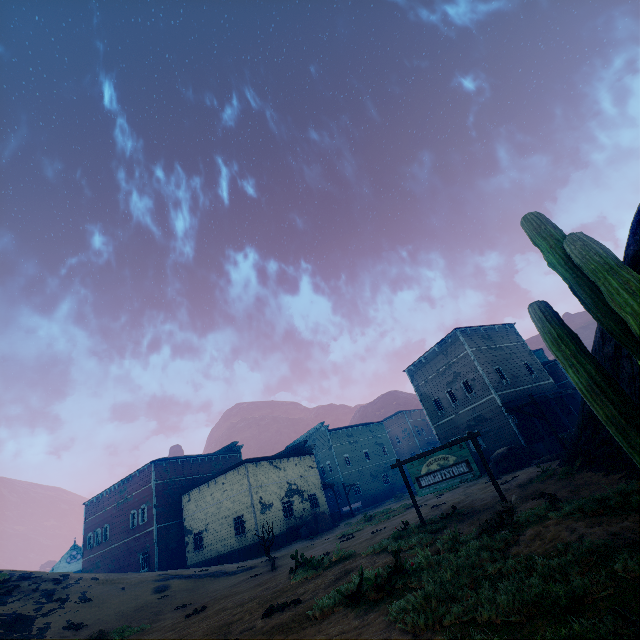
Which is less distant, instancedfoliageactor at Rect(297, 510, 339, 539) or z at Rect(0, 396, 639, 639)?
z at Rect(0, 396, 639, 639)

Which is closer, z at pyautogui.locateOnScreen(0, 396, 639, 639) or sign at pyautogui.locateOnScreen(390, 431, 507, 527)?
z at pyautogui.locateOnScreen(0, 396, 639, 639)

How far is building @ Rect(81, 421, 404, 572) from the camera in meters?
28.3

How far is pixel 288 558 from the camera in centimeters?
1638cm

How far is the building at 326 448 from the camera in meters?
28.3

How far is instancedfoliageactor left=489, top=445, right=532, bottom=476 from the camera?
19.6m

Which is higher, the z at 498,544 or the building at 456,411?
the building at 456,411
